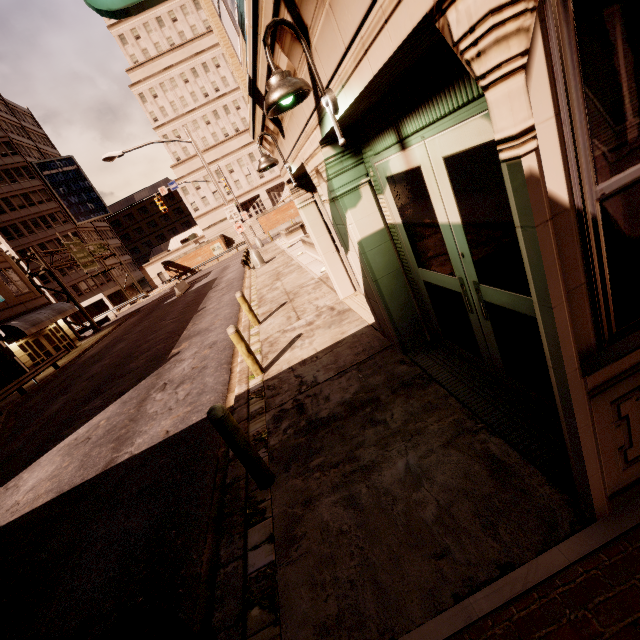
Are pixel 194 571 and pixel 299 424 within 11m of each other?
yes

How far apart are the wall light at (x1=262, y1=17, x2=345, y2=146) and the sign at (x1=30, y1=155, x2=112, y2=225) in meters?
67.7

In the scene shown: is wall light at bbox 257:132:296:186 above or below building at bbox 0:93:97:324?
below

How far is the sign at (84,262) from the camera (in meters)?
32.88

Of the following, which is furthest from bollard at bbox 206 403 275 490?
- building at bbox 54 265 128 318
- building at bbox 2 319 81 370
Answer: building at bbox 54 265 128 318

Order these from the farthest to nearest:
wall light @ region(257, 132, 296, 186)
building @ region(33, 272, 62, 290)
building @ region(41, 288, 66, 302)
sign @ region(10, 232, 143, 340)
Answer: building @ region(41, 288, 66, 302) < building @ region(33, 272, 62, 290) < sign @ region(10, 232, 143, 340) < wall light @ region(257, 132, 296, 186)

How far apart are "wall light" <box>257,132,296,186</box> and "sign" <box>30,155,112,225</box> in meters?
64.6

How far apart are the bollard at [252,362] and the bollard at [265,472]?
2.8 meters
